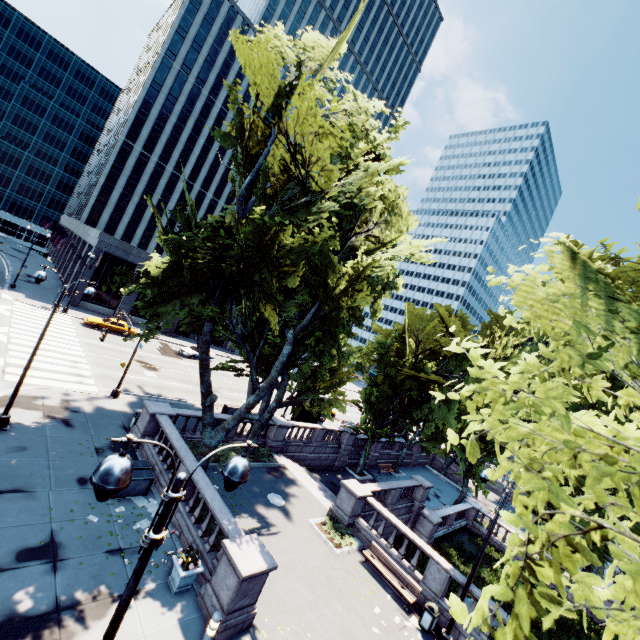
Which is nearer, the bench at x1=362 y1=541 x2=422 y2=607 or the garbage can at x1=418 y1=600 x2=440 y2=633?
the garbage can at x1=418 y1=600 x2=440 y2=633

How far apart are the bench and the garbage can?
0.5 meters

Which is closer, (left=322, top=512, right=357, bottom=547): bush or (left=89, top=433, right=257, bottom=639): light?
(left=89, top=433, right=257, bottom=639): light

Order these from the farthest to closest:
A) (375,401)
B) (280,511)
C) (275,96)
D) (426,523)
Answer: (375,401) → (426,523) → (280,511) → (275,96)

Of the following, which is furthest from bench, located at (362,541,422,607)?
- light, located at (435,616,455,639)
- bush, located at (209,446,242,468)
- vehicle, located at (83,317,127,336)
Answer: vehicle, located at (83,317,127,336)

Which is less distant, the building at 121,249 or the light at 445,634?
the light at 445,634

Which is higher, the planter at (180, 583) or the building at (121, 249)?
the building at (121, 249)

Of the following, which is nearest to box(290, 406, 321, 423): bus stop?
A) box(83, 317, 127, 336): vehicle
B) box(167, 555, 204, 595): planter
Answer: box(83, 317, 127, 336): vehicle
